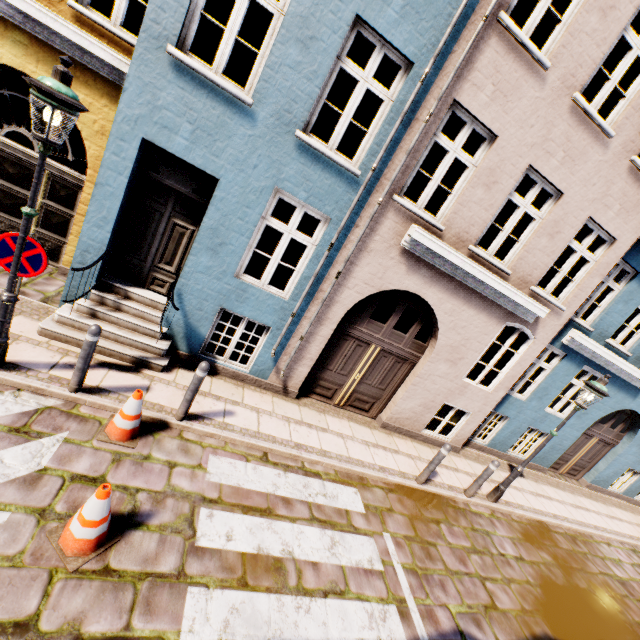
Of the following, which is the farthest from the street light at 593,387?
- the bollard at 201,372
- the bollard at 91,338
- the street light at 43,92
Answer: the street light at 43,92

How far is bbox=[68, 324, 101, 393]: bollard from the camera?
4.3m

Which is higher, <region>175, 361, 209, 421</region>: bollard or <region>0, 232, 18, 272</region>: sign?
<region>0, 232, 18, 272</region>: sign

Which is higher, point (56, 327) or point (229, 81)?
point (229, 81)

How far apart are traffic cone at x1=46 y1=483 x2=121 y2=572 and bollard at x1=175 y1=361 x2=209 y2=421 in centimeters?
158cm

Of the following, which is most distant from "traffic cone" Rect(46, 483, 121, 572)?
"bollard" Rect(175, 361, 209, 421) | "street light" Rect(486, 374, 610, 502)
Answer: "street light" Rect(486, 374, 610, 502)

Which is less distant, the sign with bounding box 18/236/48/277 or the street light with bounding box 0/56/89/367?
the street light with bounding box 0/56/89/367

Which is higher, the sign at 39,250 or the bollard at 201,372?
the sign at 39,250
